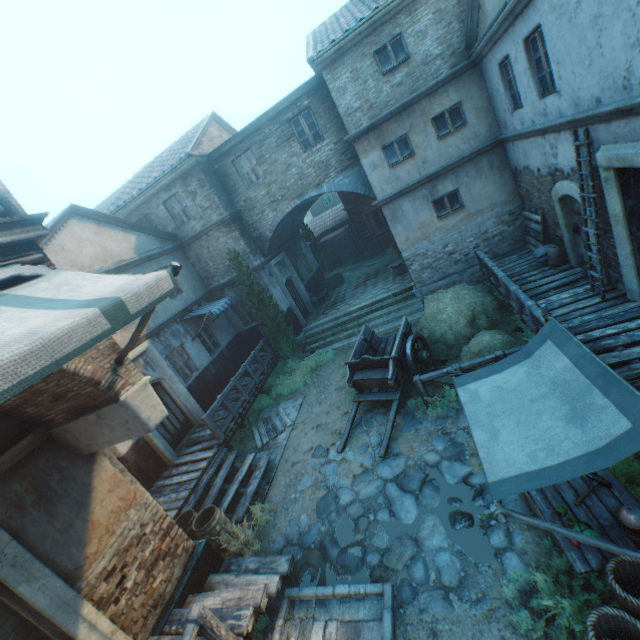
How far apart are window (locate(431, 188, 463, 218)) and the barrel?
11.77m

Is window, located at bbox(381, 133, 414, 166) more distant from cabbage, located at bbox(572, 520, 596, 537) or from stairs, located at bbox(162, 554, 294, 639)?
stairs, located at bbox(162, 554, 294, 639)

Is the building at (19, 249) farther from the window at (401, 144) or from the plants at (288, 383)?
the plants at (288, 383)

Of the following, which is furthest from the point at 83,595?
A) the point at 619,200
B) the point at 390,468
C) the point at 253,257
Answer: the point at 253,257

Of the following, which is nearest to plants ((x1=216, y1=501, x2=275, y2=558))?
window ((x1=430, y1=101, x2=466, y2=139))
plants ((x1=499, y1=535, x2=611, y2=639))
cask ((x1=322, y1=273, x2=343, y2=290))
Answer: plants ((x1=499, y1=535, x2=611, y2=639))

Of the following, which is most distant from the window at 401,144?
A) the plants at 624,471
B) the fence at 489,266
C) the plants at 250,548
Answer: the plants at 250,548

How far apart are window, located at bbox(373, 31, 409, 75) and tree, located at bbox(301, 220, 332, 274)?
11.95m

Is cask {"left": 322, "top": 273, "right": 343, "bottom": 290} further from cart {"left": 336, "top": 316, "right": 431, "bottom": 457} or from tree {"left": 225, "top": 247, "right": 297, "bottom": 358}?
cart {"left": 336, "top": 316, "right": 431, "bottom": 457}
